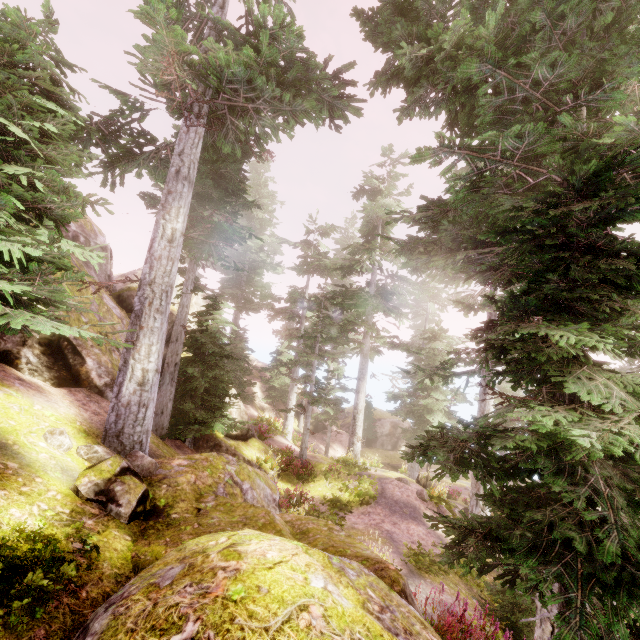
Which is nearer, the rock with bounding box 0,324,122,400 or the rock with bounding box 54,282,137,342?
the rock with bounding box 0,324,122,400

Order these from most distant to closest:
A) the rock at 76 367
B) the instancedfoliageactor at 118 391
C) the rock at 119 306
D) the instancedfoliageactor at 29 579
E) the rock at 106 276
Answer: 1. the rock at 106 276
2. the rock at 119 306
3. the rock at 76 367
4. the instancedfoliageactor at 118 391
5. the instancedfoliageactor at 29 579

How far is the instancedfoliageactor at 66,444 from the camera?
6.5m

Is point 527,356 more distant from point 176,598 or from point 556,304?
point 176,598

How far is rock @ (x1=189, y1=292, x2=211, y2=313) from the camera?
23.09m
